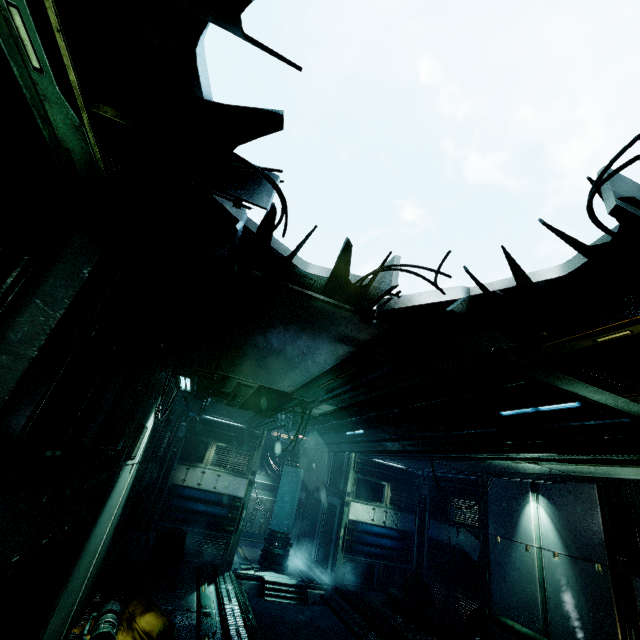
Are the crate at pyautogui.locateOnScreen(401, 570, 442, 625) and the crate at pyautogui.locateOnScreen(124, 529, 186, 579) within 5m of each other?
no

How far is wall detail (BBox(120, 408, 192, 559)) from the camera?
9.2 meters

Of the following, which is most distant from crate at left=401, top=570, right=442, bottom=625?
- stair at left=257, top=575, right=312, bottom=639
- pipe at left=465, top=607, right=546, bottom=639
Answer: stair at left=257, top=575, right=312, bottom=639

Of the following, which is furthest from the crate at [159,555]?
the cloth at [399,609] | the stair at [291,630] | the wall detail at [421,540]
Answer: the wall detail at [421,540]

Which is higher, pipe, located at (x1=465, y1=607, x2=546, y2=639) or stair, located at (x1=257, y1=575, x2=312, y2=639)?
pipe, located at (x1=465, y1=607, x2=546, y2=639)

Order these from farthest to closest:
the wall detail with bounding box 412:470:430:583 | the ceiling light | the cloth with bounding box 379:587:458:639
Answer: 1. the wall detail with bounding box 412:470:430:583
2. the cloth with bounding box 379:587:458:639
3. the ceiling light

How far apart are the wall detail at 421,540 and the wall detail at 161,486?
8.83m

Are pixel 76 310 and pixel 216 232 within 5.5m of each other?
yes
